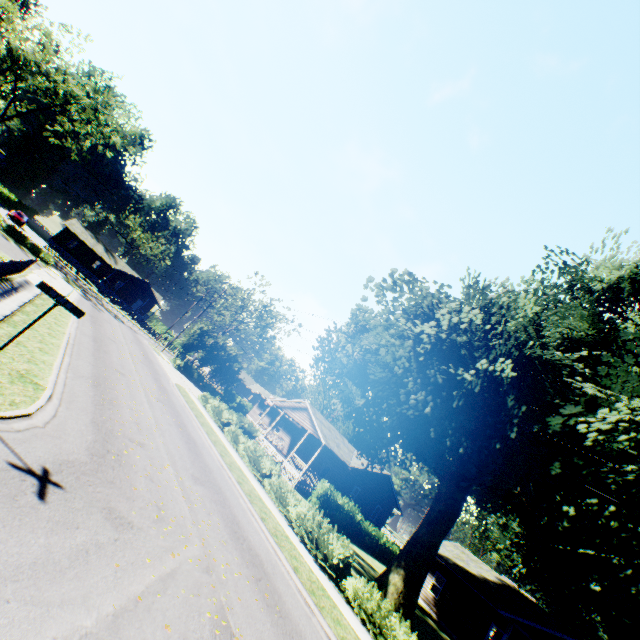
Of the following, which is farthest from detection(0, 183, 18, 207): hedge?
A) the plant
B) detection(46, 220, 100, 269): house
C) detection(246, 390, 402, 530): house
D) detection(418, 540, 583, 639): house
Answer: detection(418, 540, 583, 639): house

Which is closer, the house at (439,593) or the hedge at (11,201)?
the house at (439,593)

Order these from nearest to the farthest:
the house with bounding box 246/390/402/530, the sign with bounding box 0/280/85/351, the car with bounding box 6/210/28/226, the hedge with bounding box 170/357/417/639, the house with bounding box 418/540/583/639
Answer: the sign with bounding box 0/280/85/351, the hedge with bounding box 170/357/417/639, the house with bounding box 418/540/583/639, the house with bounding box 246/390/402/530, the car with bounding box 6/210/28/226

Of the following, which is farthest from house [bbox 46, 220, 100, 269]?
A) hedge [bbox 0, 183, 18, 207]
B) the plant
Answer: the plant

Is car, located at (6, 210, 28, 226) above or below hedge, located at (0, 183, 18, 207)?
below

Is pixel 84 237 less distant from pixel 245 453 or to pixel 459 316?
pixel 245 453

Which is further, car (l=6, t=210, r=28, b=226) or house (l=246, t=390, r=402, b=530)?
car (l=6, t=210, r=28, b=226)

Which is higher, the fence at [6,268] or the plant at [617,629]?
the plant at [617,629]
